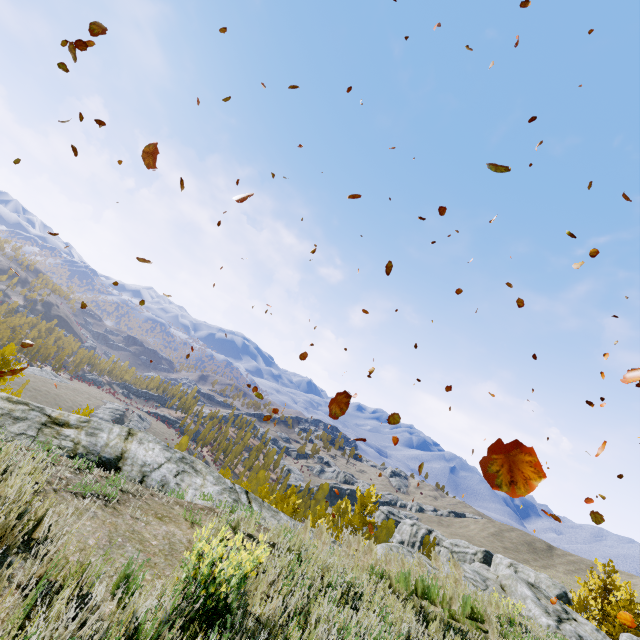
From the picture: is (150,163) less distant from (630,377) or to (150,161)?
(150,161)

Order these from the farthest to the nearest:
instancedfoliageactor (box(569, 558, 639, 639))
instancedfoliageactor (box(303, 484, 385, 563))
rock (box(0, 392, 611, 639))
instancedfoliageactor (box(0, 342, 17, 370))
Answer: instancedfoliageactor (box(0, 342, 17, 370)), instancedfoliageactor (box(569, 558, 639, 639)), instancedfoliageactor (box(303, 484, 385, 563)), rock (box(0, 392, 611, 639))

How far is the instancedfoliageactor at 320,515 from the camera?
6.7m

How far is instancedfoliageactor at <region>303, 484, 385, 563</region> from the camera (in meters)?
6.70

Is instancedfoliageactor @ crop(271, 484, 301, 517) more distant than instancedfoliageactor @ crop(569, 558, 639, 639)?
Yes

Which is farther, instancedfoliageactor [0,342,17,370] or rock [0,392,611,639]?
instancedfoliageactor [0,342,17,370]
